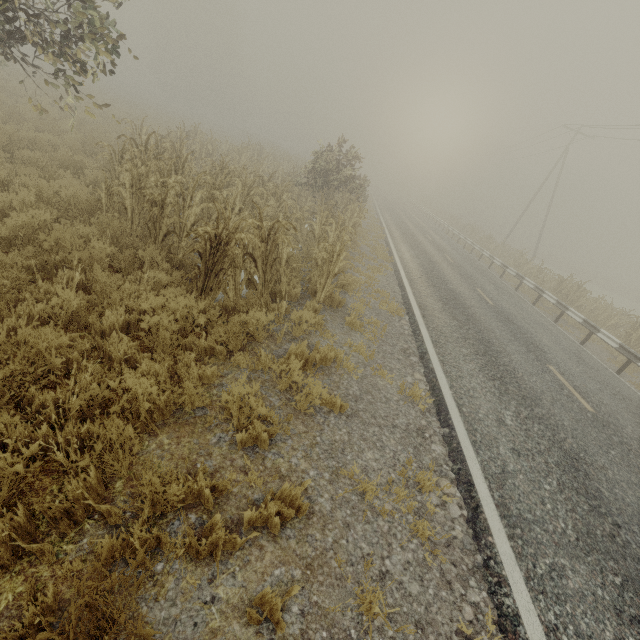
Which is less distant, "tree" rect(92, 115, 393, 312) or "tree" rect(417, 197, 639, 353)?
"tree" rect(92, 115, 393, 312)

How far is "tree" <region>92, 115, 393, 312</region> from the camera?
5.7 meters

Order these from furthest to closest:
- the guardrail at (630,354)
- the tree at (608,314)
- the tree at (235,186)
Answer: the tree at (608,314), the guardrail at (630,354), the tree at (235,186)

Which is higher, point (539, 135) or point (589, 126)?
point (589, 126)

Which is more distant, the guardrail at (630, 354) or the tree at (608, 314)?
the tree at (608, 314)

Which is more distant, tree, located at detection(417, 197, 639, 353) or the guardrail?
tree, located at detection(417, 197, 639, 353)

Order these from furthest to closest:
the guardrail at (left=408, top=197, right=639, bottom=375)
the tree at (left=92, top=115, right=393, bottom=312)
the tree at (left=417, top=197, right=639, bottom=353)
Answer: the tree at (left=417, top=197, right=639, bottom=353)
the guardrail at (left=408, top=197, right=639, bottom=375)
the tree at (left=92, top=115, right=393, bottom=312)
